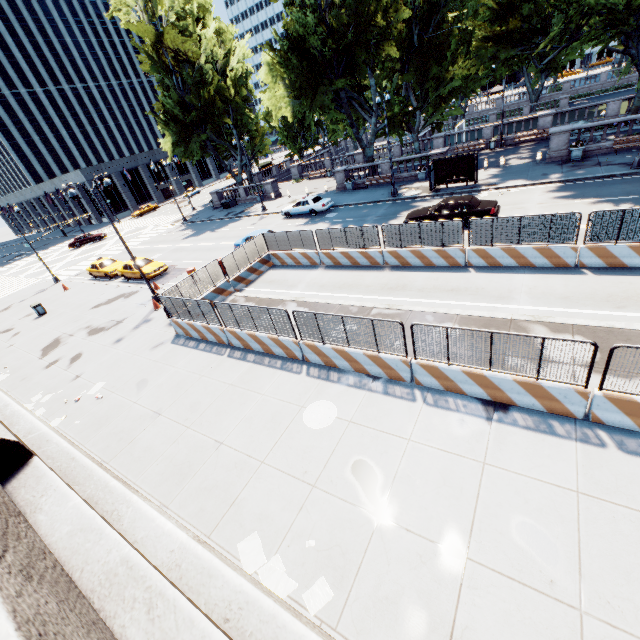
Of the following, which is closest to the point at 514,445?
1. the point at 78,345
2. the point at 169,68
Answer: the point at 78,345

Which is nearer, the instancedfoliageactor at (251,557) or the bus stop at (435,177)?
the instancedfoliageactor at (251,557)

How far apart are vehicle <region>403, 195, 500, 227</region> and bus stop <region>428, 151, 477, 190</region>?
5.4m

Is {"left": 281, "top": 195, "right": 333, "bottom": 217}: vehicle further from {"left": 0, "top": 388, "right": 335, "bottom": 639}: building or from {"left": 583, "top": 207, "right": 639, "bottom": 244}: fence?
{"left": 0, "top": 388, "right": 335, "bottom": 639}: building

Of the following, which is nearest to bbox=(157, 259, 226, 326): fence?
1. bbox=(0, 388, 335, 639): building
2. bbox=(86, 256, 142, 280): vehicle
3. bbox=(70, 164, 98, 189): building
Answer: bbox=(0, 388, 335, 639): building

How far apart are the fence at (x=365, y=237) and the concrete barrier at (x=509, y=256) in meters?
0.0 m

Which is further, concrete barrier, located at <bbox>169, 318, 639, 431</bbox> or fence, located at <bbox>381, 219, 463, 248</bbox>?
fence, located at <bbox>381, 219, 463, 248</bbox>

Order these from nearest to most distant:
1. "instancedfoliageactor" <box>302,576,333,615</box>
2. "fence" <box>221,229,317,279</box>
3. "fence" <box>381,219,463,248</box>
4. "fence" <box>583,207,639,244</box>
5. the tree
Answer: "instancedfoliageactor" <box>302,576,333,615</box> → "fence" <box>583,207,639,244</box> → "fence" <box>381,219,463,248</box> → "fence" <box>221,229,317,279</box> → the tree
